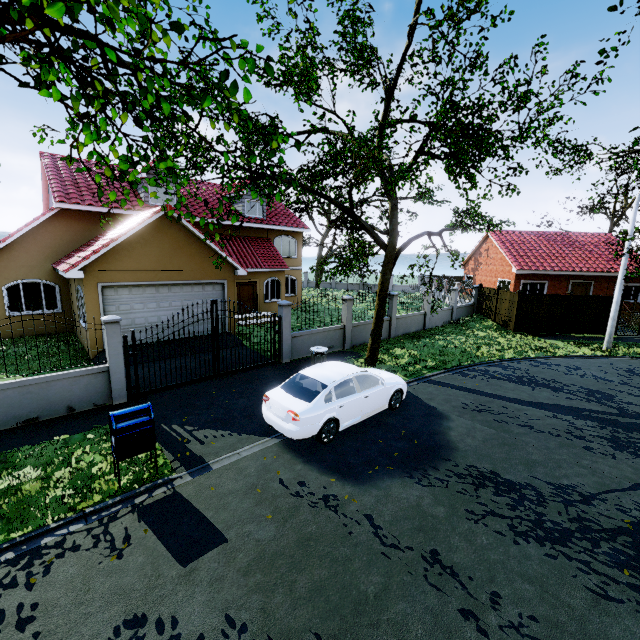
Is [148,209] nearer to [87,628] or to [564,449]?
[87,628]

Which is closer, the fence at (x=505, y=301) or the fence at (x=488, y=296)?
the fence at (x=505, y=301)

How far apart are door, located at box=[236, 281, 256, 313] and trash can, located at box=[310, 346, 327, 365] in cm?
998

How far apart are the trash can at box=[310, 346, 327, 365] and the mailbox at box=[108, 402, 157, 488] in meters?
6.0

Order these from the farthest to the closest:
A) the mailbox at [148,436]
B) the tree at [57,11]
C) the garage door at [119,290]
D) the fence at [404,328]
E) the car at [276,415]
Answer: the fence at [404,328]
the garage door at [119,290]
the car at [276,415]
the mailbox at [148,436]
the tree at [57,11]

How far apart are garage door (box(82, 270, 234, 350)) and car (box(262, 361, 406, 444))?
7.7m

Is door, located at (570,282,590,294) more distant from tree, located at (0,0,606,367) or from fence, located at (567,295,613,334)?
fence, located at (567,295,613,334)

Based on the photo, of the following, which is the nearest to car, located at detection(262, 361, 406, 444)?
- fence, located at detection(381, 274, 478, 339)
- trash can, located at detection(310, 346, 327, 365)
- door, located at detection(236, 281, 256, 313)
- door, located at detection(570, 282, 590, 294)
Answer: trash can, located at detection(310, 346, 327, 365)
